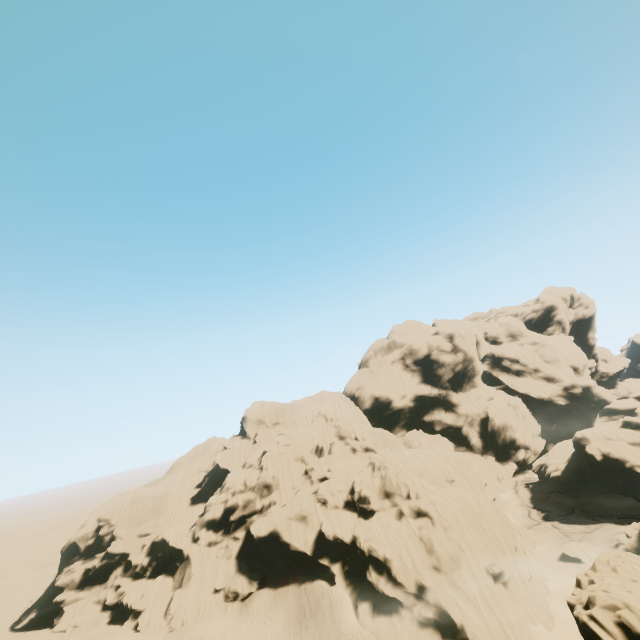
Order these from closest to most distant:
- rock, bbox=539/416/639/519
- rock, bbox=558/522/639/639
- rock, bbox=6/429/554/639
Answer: rock, bbox=558/522/639/639 → rock, bbox=6/429/554/639 → rock, bbox=539/416/639/519

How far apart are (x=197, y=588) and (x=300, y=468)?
20.7 meters

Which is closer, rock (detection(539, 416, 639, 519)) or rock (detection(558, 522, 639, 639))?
rock (detection(558, 522, 639, 639))

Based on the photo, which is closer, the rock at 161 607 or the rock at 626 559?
the rock at 626 559

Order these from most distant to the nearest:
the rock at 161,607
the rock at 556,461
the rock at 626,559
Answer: the rock at 556,461
the rock at 161,607
the rock at 626,559
